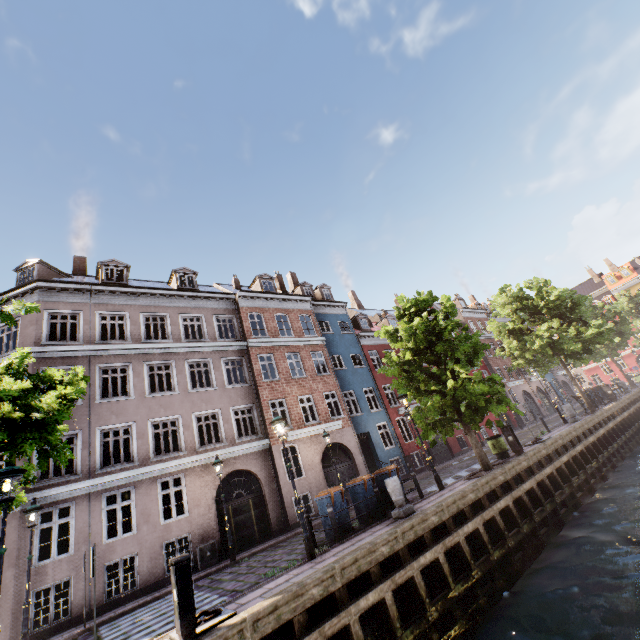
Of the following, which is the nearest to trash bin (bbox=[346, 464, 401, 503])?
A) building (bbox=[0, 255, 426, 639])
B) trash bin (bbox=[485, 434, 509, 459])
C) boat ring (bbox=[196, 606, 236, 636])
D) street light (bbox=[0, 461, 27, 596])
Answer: street light (bbox=[0, 461, 27, 596])

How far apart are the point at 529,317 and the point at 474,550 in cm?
2099

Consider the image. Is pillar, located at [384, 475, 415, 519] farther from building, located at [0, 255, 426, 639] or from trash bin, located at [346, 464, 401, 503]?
building, located at [0, 255, 426, 639]

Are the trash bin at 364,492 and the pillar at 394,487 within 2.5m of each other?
yes

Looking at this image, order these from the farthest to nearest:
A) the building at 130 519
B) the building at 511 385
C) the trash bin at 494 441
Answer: the building at 511 385
the trash bin at 494 441
the building at 130 519

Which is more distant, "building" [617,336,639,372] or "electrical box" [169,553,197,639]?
"building" [617,336,639,372]

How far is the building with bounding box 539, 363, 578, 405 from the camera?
40.3 meters

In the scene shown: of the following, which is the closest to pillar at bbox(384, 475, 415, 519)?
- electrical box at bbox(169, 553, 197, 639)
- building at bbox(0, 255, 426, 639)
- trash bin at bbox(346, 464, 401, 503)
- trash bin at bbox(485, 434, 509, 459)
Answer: trash bin at bbox(346, 464, 401, 503)
